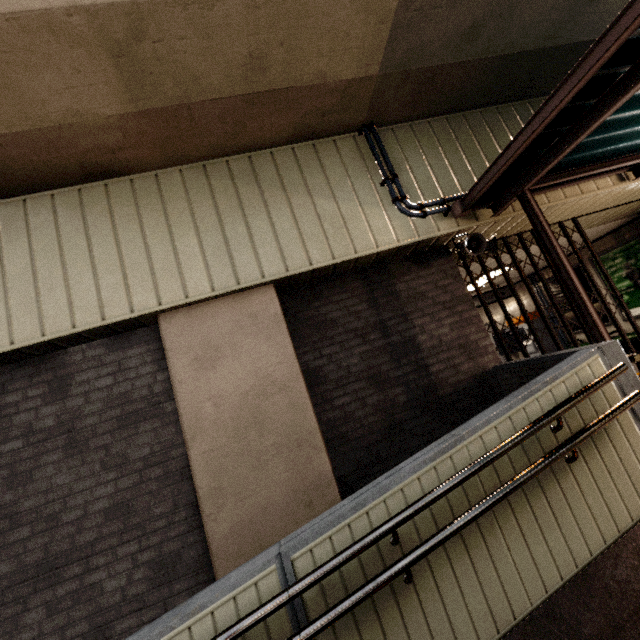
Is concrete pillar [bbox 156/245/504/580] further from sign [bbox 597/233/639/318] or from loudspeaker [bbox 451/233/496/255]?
sign [bbox 597/233/639/318]

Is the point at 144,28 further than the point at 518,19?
No

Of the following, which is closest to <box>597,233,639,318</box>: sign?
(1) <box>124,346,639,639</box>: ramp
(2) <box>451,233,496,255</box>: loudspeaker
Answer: (2) <box>451,233,496,255</box>: loudspeaker

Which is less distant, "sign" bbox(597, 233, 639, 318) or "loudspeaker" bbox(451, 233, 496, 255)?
"loudspeaker" bbox(451, 233, 496, 255)

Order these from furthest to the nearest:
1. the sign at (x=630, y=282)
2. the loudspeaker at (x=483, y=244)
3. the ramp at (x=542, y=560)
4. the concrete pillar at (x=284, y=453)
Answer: the sign at (x=630, y=282), the loudspeaker at (x=483, y=244), the concrete pillar at (x=284, y=453), the ramp at (x=542, y=560)

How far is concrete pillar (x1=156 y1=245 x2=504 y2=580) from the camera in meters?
3.3

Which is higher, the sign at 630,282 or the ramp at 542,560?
the sign at 630,282

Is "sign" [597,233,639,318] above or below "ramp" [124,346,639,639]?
above
